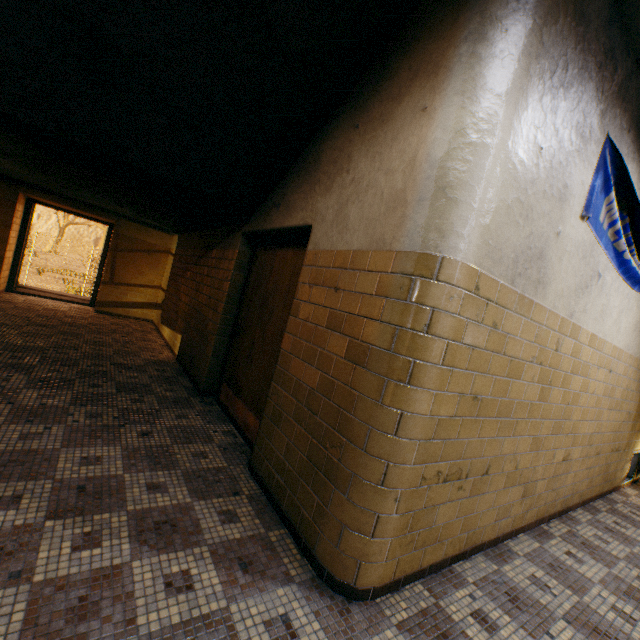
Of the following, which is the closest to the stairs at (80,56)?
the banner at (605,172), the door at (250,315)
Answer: the door at (250,315)

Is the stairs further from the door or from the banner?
the banner

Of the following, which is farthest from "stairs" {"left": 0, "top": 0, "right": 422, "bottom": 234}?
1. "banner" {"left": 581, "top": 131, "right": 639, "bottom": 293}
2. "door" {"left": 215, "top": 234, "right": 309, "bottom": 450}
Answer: "banner" {"left": 581, "top": 131, "right": 639, "bottom": 293}

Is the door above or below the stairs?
below

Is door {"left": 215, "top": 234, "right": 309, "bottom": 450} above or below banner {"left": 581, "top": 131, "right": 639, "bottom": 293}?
below

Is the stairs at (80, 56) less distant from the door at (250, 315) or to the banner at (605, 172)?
the door at (250, 315)

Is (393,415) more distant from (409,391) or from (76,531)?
(76,531)
